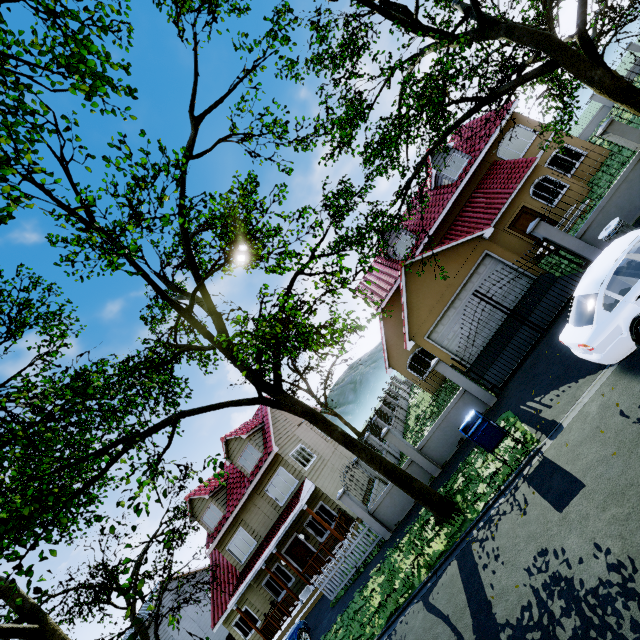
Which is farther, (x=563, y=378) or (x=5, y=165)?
(x=563, y=378)

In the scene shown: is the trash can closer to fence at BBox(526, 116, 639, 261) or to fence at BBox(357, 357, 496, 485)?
fence at BBox(526, 116, 639, 261)

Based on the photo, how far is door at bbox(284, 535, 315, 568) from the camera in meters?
18.7

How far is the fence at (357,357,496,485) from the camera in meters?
11.8

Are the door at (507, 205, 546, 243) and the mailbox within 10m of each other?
no

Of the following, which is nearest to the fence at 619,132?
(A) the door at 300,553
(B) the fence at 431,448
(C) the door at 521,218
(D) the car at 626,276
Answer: (D) the car at 626,276

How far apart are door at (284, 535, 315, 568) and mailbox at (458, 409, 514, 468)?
14.94m

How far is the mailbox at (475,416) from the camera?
8.0m
